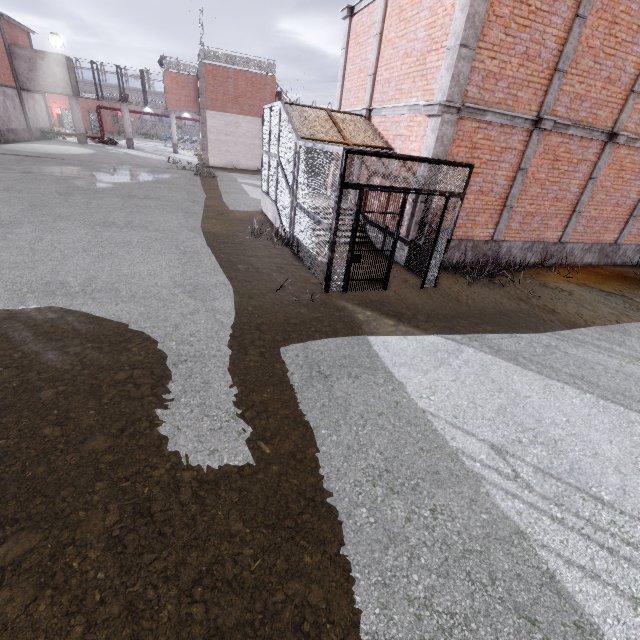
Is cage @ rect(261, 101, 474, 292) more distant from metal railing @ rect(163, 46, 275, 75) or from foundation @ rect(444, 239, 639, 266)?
metal railing @ rect(163, 46, 275, 75)

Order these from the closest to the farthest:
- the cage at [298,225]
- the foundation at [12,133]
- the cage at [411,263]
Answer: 1. the cage at [298,225]
2. the cage at [411,263]
3. the foundation at [12,133]

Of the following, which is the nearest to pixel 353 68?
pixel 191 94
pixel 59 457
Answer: pixel 59 457

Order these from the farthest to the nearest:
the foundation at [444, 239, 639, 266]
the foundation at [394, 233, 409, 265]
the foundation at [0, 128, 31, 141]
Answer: the foundation at [0, 128, 31, 141], the foundation at [444, 239, 639, 266], the foundation at [394, 233, 409, 265]

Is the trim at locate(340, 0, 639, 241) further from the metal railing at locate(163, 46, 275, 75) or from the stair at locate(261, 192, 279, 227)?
the metal railing at locate(163, 46, 275, 75)

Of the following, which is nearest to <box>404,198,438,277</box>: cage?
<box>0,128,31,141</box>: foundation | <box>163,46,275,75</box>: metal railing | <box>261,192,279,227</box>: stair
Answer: <box>261,192,279,227</box>: stair

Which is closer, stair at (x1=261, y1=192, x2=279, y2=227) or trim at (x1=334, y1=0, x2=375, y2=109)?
trim at (x1=334, y1=0, x2=375, y2=109)

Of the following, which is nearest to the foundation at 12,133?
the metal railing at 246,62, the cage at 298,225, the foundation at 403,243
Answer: the cage at 298,225
